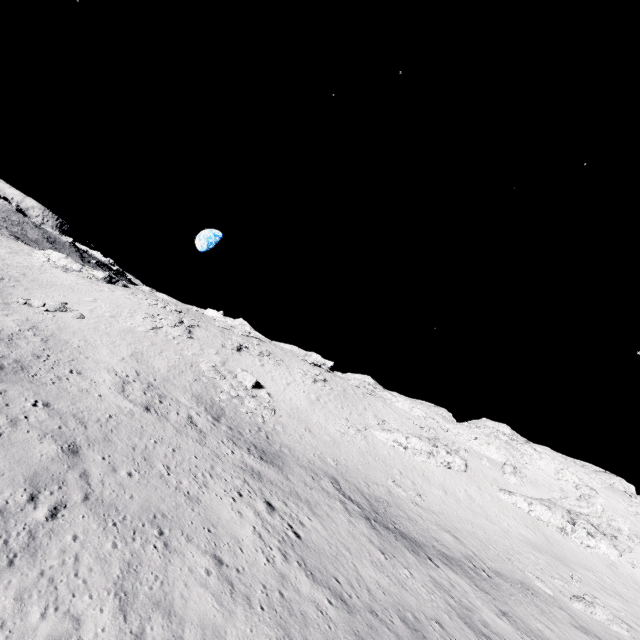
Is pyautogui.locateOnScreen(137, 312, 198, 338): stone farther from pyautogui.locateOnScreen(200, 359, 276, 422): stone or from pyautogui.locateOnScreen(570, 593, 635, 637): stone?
pyautogui.locateOnScreen(570, 593, 635, 637): stone

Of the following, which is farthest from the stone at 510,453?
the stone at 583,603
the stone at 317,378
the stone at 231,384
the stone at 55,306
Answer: the stone at 55,306

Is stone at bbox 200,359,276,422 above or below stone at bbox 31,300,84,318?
above

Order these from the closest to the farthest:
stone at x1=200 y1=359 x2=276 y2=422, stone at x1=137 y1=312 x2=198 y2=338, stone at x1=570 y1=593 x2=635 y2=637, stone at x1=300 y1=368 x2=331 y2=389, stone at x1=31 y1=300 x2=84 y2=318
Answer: stone at x1=570 y1=593 x2=635 y2=637 → stone at x1=31 y1=300 x2=84 y2=318 → stone at x1=200 y1=359 x2=276 y2=422 → stone at x1=137 y1=312 x2=198 y2=338 → stone at x1=300 y1=368 x2=331 y2=389

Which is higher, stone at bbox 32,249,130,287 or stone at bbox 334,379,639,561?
stone at bbox 334,379,639,561

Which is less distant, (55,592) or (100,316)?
(55,592)

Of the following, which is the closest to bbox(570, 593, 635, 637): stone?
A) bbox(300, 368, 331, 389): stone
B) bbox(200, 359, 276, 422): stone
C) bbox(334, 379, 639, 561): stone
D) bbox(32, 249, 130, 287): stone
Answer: bbox(334, 379, 639, 561): stone

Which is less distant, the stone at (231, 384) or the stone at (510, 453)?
the stone at (231, 384)
